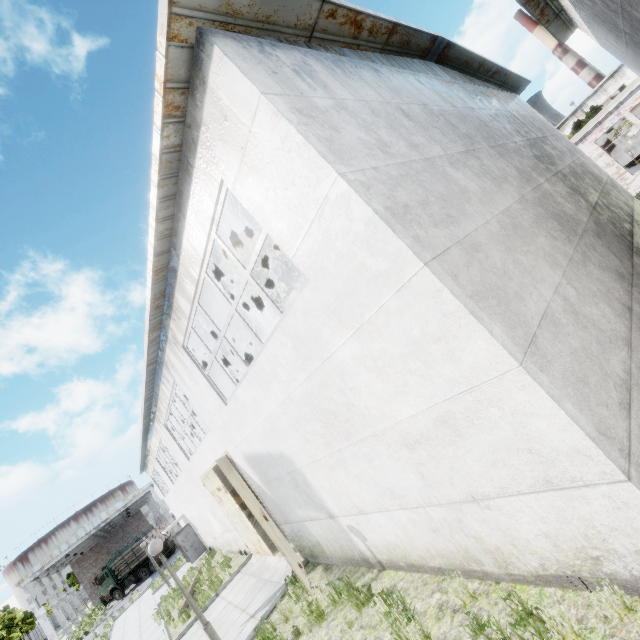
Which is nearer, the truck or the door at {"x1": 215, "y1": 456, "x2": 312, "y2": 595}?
the door at {"x1": 215, "y1": 456, "x2": 312, "y2": 595}

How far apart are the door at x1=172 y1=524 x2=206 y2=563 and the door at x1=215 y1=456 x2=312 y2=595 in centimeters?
1751cm

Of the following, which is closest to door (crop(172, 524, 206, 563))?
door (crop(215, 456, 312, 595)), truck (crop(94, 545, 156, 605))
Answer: truck (crop(94, 545, 156, 605))

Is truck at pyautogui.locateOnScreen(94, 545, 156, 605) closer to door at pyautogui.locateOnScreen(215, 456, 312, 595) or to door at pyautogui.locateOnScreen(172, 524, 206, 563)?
door at pyautogui.locateOnScreen(172, 524, 206, 563)

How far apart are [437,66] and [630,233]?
7.32m

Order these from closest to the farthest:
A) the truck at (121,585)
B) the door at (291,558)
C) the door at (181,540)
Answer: the door at (291,558) < the door at (181,540) < the truck at (121,585)

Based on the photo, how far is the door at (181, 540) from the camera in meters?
22.2 m

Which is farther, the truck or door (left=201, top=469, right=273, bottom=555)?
the truck
